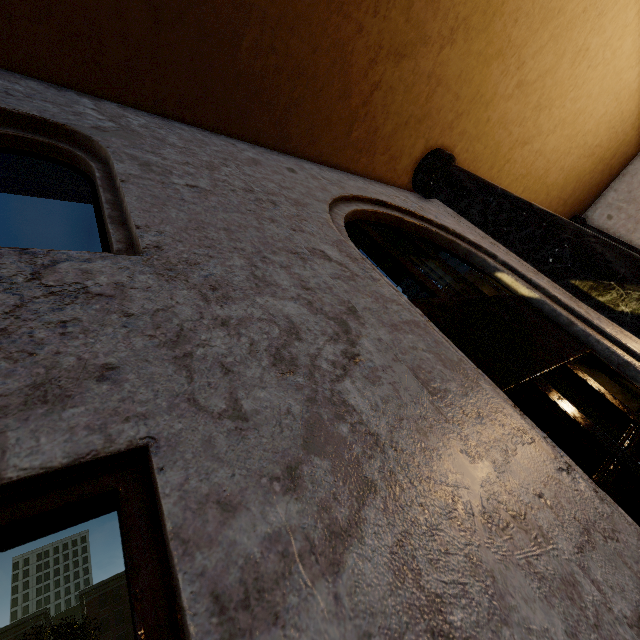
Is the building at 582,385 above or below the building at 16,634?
below

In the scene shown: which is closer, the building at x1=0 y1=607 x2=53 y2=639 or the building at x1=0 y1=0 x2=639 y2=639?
the building at x1=0 y1=0 x2=639 y2=639

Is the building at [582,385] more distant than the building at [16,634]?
No

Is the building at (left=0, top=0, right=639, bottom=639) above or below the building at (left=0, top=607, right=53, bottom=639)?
below

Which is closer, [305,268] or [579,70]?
[305,268]
